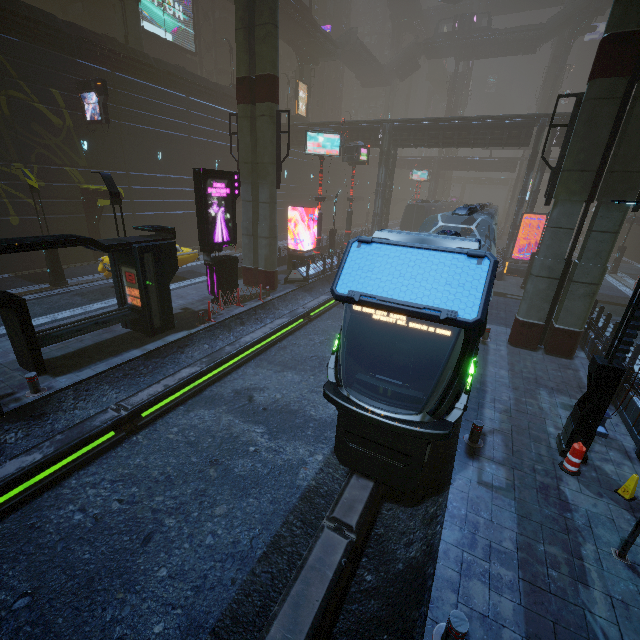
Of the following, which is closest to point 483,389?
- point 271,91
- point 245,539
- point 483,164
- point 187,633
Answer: point 245,539

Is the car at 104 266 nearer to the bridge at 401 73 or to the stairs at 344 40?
the stairs at 344 40

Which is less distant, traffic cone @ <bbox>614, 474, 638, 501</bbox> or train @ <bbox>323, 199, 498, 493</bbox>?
train @ <bbox>323, 199, 498, 493</bbox>

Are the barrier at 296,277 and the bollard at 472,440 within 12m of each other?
no

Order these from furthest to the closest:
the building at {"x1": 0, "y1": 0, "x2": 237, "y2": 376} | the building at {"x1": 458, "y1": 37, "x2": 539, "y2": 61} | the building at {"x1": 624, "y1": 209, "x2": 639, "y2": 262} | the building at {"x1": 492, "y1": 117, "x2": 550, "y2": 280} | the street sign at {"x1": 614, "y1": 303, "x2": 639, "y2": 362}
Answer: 1. the building at {"x1": 458, "y1": 37, "x2": 539, "y2": 61}
2. the building at {"x1": 624, "y1": 209, "x2": 639, "y2": 262}
3. the building at {"x1": 492, "y1": 117, "x2": 550, "y2": 280}
4. the building at {"x1": 0, "y1": 0, "x2": 237, "y2": 376}
5. the street sign at {"x1": 614, "y1": 303, "x2": 639, "y2": 362}

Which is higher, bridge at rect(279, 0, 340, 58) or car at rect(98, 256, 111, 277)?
bridge at rect(279, 0, 340, 58)

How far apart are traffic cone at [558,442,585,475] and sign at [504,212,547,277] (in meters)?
21.68

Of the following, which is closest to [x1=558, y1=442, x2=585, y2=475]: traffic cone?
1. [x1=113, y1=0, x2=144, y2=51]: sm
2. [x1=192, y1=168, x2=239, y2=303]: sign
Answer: [x1=192, y1=168, x2=239, y2=303]: sign
